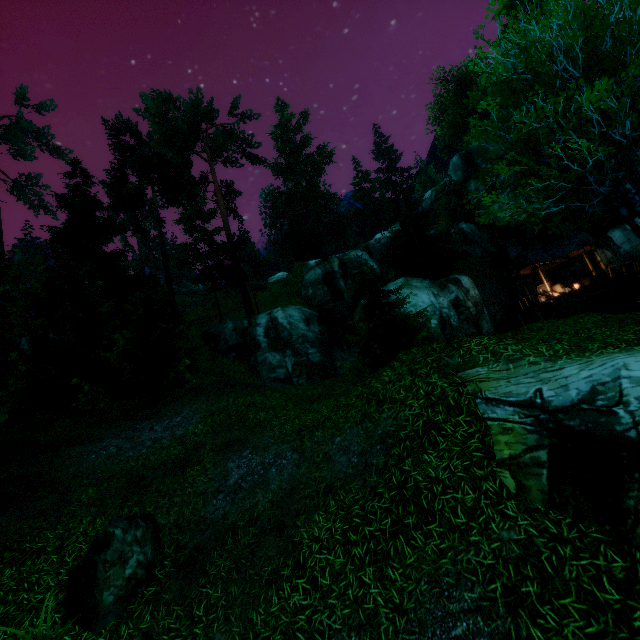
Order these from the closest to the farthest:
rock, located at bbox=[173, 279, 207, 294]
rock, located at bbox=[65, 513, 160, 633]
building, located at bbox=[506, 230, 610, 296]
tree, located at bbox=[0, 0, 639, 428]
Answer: rock, located at bbox=[65, 513, 160, 633] < tree, located at bbox=[0, 0, 639, 428] < building, located at bbox=[506, 230, 610, 296] < rock, located at bbox=[173, 279, 207, 294]

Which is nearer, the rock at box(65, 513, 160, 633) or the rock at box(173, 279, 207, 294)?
the rock at box(65, 513, 160, 633)

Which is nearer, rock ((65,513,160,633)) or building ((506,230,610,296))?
rock ((65,513,160,633))

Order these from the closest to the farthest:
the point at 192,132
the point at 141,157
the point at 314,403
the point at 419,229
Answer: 1. the point at 314,403
2. the point at 141,157
3. the point at 419,229
4. the point at 192,132

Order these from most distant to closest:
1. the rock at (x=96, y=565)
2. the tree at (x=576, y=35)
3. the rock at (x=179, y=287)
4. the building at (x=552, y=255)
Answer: the rock at (x=179, y=287)
the building at (x=552, y=255)
the tree at (x=576, y=35)
the rock at (x=96, y=565)

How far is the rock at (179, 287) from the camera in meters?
46.7

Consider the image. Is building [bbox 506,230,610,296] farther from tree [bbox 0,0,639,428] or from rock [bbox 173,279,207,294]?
rock [bbox 173,279,207,294]

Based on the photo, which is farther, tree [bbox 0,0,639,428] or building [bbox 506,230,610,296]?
building [bbox 506,230,610,296]
